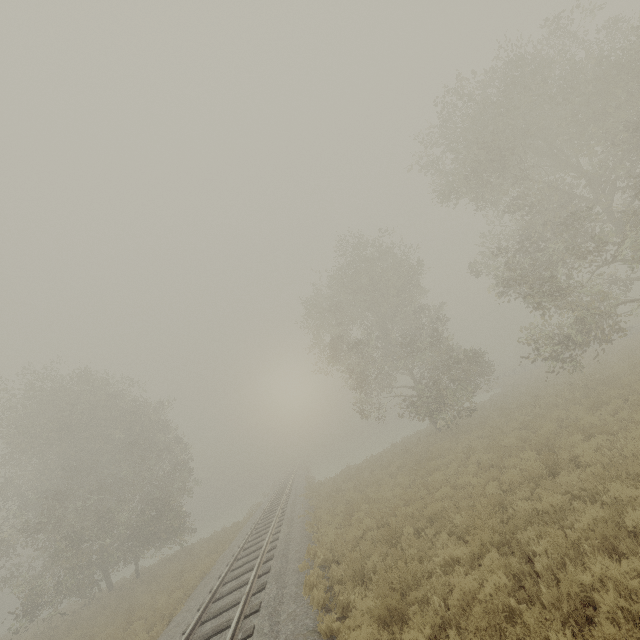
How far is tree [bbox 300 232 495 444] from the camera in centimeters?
2198cm

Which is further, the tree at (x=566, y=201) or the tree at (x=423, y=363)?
the tree at (x=423, y=363)

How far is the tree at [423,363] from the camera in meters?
22.0

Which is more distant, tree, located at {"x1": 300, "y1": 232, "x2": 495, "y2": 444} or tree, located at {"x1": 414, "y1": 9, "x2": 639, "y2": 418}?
tree, located at {"x1": 300, "y1": 232, "x2": 495, "y2": 444}

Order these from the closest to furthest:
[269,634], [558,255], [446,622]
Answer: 1. [446,622]
2. [269,634]
3. [558,255]
